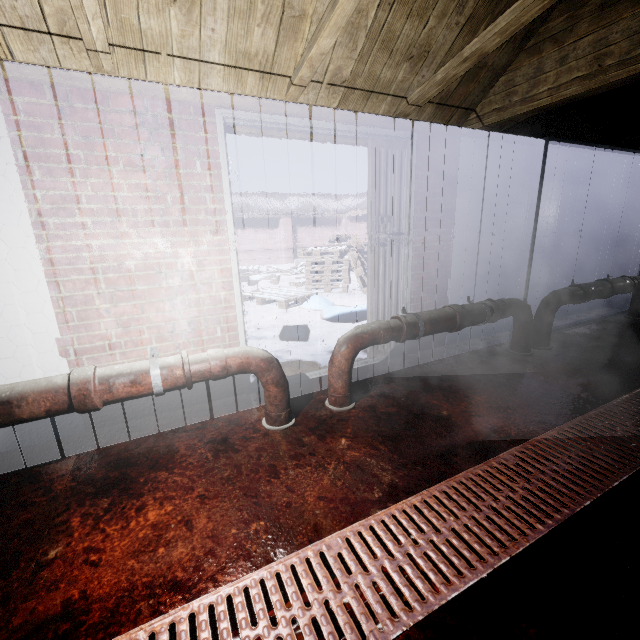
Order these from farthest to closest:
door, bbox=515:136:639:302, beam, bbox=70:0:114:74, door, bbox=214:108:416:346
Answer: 1. door, bbox=515:136:639:302
2. door, bbox=214:108:416:346
3. beam, bbox=70:0:114:74

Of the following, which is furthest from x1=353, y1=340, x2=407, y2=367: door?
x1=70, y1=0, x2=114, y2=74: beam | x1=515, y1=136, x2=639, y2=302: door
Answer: x1=515, y1=136, x2=639, y2=302: door

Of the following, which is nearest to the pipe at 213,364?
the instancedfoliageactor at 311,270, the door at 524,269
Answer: the instancedfoliageactor at 311,270

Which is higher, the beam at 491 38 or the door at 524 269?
the beam at 491 38

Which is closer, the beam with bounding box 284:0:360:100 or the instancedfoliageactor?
the beam with bounding box 284:0:360:100

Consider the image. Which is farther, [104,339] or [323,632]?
[104,339]
